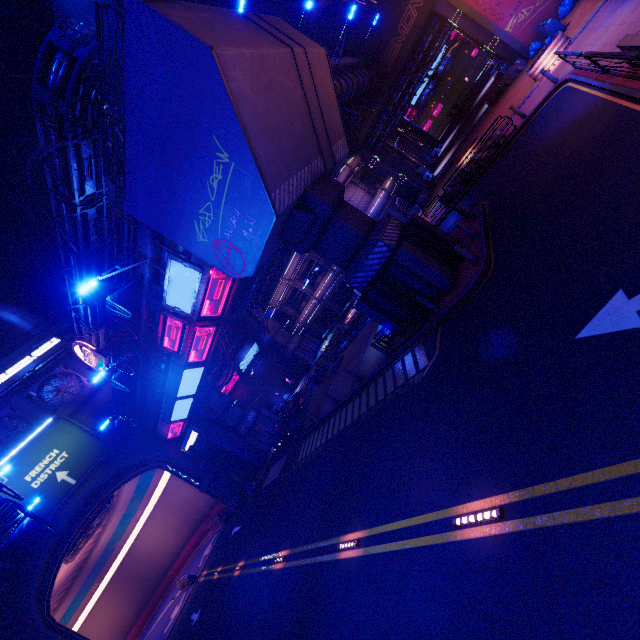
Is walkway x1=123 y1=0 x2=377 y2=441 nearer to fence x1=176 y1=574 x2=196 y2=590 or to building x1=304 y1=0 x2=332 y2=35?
building x1=304 y1=0 x2=332 y2=35

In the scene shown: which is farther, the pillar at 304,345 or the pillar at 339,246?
the pillar at 304,345

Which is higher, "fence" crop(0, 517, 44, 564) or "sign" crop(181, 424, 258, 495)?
"fence" crop(0, 517, 44, 564)

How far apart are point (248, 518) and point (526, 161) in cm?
2861

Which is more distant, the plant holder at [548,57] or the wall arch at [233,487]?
the wall arch at [233,487]

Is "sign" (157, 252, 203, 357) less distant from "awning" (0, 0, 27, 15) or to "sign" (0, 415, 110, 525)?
"awning" (0, 0, 27, 15)

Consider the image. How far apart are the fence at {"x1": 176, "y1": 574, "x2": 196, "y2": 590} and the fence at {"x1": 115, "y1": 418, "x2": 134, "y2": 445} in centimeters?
1484cm

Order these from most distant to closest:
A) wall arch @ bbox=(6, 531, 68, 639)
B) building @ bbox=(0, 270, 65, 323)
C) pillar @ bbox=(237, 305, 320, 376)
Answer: building @ bbox=(0, 270, 65, 323) → pillar @ bbox=(237, 305, 320, 376) → wall arch @ bbox=(6, 531, 68, 639)
